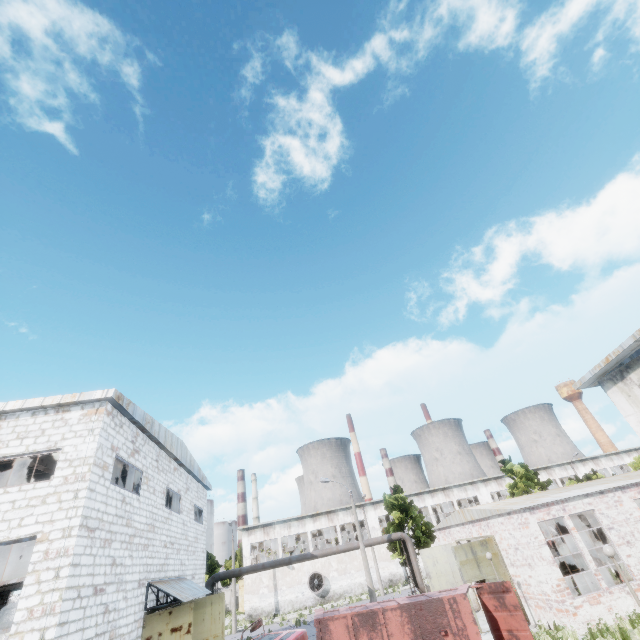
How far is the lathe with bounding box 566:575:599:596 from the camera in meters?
16.3

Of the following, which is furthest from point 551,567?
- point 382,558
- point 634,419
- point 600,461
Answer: point 600,461

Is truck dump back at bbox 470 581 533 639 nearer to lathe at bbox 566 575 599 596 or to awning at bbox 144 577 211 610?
lathe at bbox 566 575 599 596

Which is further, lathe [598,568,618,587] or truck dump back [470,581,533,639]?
lathe [598,568,618,587]

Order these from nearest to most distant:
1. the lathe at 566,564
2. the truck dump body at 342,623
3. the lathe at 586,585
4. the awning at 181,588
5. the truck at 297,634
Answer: the truck at 297,634, the truck dump body at 342,623, the awning at 181,588, the lathe at 586,585, the lathe at 566,564

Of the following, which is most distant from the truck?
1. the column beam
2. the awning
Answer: the column beam

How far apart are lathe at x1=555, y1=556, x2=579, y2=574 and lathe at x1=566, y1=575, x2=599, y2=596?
9.6m

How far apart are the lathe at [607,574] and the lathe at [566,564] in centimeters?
958cm
